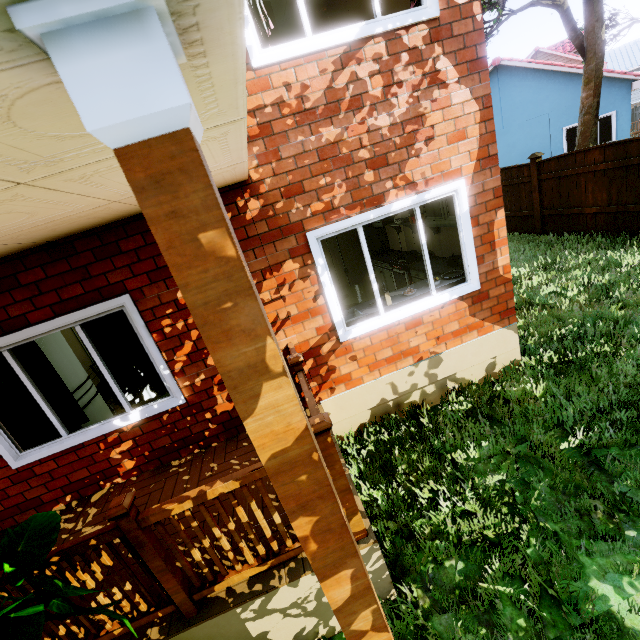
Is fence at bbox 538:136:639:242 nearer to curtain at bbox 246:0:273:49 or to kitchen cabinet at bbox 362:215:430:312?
kitchen cabinet at bbox 362:215:430:312

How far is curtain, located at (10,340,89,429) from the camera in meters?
3.5

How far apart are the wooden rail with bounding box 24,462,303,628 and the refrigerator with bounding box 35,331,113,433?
2.6m

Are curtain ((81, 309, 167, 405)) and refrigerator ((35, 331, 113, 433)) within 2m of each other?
yes

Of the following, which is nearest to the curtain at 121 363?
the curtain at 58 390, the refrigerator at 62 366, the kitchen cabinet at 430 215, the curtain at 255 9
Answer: the curtain at 58 390

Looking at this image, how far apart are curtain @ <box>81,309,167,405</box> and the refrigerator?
1.0 meters

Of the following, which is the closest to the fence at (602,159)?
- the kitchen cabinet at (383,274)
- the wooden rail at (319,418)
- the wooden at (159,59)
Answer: the wooden at (159,59)

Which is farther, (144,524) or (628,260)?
(628,260)
